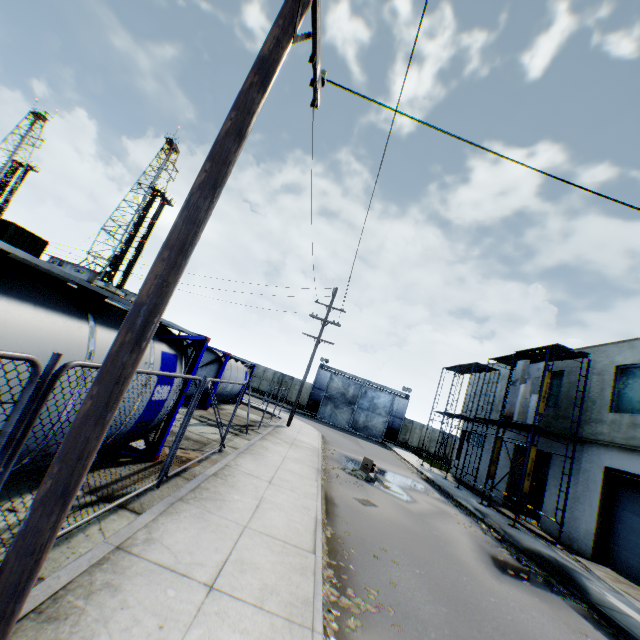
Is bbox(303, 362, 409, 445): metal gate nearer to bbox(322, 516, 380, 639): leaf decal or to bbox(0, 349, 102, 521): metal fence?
bbox(0, 349, 102, 521): metal fence

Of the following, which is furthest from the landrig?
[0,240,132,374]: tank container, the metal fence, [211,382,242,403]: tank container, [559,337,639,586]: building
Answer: [559,337,639,586]: building

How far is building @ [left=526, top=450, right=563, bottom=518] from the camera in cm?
1683

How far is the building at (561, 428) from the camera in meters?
17.6 m

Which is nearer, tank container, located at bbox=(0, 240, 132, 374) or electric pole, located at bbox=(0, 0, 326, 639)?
electric pole, located at bbox=(0, 0, 326, 639)

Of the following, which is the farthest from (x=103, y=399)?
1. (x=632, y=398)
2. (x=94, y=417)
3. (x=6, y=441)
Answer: (x=632, y=398)

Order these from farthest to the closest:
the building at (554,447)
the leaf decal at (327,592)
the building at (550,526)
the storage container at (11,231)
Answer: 1. the storage container at (11,231)
2. the building at (554,447)
3. the building at (550,526)
4. the leaf decal at (327,592)

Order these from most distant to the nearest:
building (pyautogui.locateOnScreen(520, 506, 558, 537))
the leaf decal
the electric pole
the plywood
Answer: the plywood
building (pyautogui.locateOnScreen(520, 506, 558, 537))
the leaf decal
the electric pole
